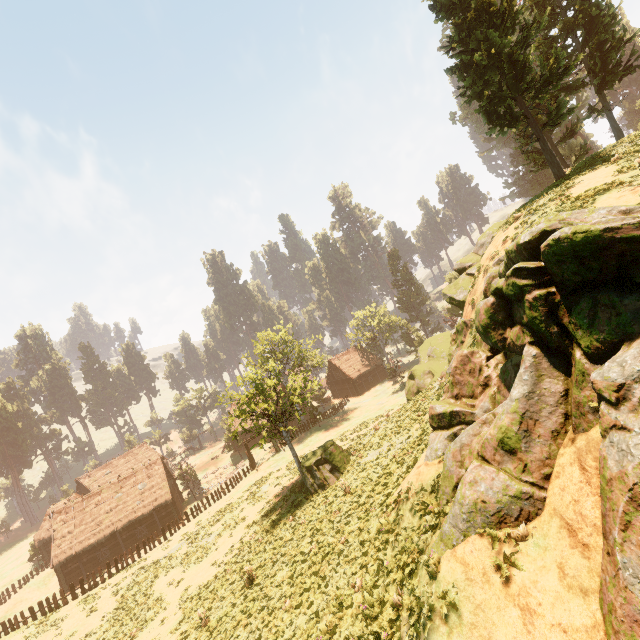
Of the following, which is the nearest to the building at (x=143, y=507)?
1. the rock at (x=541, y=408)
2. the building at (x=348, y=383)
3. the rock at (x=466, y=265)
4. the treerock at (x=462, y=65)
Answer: the treerock at (x=462, y=65)

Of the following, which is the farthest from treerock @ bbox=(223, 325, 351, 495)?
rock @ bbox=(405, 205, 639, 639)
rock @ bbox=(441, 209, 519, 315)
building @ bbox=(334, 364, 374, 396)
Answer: rock @ bbox=(405, 205, 639, 639)

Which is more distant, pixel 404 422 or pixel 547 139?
pixel 547 139

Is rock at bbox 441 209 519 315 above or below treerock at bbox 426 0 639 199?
below

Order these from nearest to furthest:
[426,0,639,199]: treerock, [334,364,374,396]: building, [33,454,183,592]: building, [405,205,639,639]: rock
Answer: [405,205,639,639]: rock → [426,0,639,199]: treerock → [33,454,183,592]: building → [334,364,374,396]: building

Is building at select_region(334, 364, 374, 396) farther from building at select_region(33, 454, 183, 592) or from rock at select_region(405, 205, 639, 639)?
rock at select_region(405, 205, 639, 639)

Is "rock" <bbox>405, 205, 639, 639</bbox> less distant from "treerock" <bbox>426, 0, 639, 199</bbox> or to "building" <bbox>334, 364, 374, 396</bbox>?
"treerock" <bbox>426, 0, 639, 199</bbox>

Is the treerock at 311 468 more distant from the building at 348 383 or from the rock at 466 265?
the rock at 466 265
